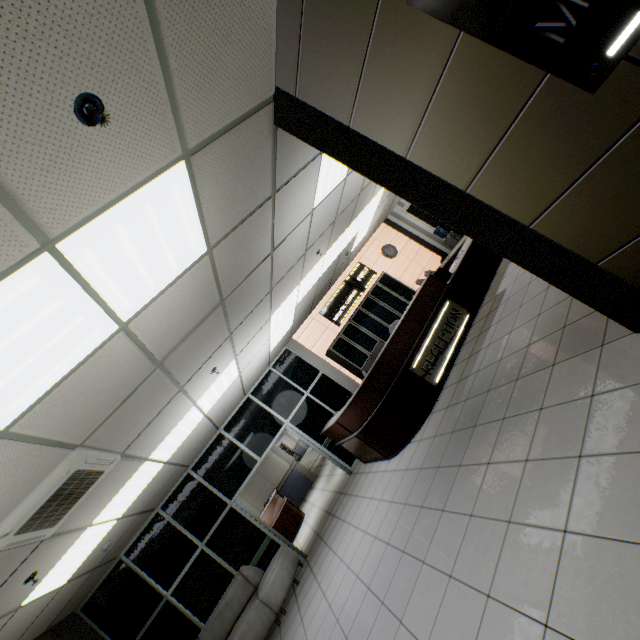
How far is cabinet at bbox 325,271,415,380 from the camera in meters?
8.7

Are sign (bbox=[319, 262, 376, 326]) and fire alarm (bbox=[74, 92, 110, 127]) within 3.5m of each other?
no

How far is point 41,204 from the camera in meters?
1.6

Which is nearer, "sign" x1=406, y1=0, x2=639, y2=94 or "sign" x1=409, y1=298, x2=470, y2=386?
"sign" x1=406, y1=0, x2=639, y2=94

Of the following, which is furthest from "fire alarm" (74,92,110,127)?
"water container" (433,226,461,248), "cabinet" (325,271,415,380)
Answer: "water container" (433,226,461,248)

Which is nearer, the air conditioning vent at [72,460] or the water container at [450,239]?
the air conditioning vent at [72,460]

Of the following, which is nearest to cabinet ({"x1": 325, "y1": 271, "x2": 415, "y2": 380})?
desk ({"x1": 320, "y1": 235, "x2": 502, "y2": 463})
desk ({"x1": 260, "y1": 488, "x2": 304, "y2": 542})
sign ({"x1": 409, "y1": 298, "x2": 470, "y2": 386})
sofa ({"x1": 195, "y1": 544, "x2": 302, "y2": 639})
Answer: desk ({"x1": 320, "y1": 235, "x2": 502, "y2": 463})

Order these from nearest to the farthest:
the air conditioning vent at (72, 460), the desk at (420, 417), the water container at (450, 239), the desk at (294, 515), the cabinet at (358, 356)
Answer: the air conditioning vent at (72, 460) < the desk at (420, 417) < the cabinet at (358, 356) < the desk at (294, 515) < the water container at (450, 239)
